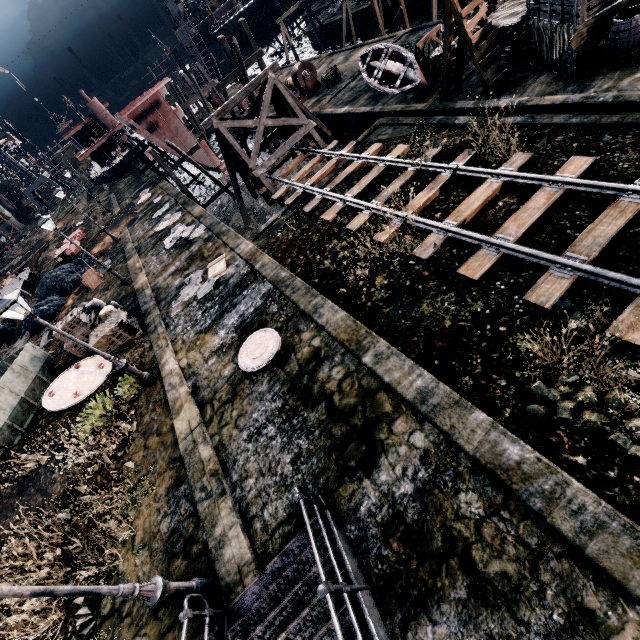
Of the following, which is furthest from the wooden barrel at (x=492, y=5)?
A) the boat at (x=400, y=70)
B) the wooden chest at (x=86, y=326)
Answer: the wooden chest at (x=86, y=326)

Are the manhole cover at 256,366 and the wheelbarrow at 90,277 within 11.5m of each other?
no

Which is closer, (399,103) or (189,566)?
(189,566)

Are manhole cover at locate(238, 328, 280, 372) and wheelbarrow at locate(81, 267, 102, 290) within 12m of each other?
no

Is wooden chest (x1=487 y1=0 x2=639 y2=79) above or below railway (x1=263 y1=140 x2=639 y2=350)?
above

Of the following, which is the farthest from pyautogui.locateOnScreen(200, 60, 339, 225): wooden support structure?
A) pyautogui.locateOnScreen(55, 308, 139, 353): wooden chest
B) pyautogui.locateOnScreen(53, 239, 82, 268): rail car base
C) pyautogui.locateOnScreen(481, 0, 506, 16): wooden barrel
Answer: pyautogui.locateOnScreen(53, 239, 82, 268): rail car base

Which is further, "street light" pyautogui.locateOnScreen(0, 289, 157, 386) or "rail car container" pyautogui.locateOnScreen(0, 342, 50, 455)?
"rail car container" pyautogui.locateOnScreen(0, 342, 50, 455)

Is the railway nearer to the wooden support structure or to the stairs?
the wooden support structure
